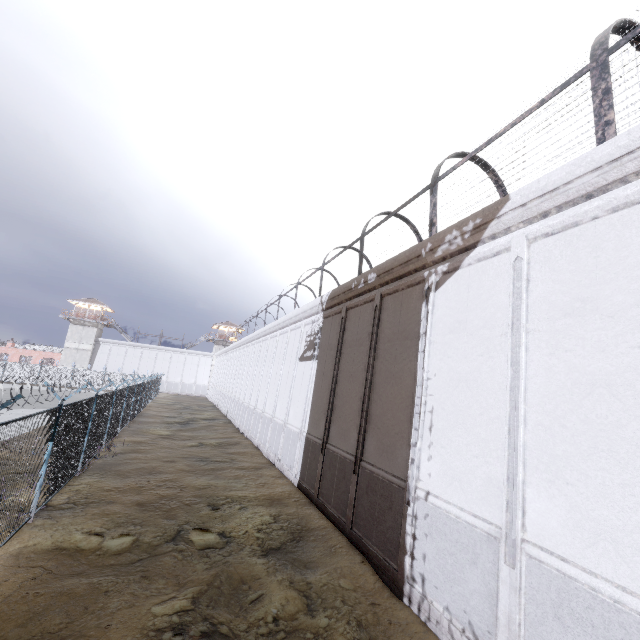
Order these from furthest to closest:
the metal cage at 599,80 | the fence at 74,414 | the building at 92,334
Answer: the building at 92,334, the fence at 74,414, the metal cage at 599,80

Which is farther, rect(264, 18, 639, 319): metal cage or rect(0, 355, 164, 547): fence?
rect(0, 355, 164, 547): fence

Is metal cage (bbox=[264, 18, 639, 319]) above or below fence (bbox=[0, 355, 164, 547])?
above

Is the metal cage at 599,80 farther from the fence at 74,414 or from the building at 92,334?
the building at 92,334

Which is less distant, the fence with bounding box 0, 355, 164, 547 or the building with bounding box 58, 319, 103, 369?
the fence with bounding box 0, 355, 164, 547

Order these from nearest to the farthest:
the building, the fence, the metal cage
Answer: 1. the metal cage
2. the fence
3. the building

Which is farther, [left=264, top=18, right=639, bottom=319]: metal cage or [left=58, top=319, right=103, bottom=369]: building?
[left=58, top=319, right=103, bottom=369]: building

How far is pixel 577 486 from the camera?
4.59m
